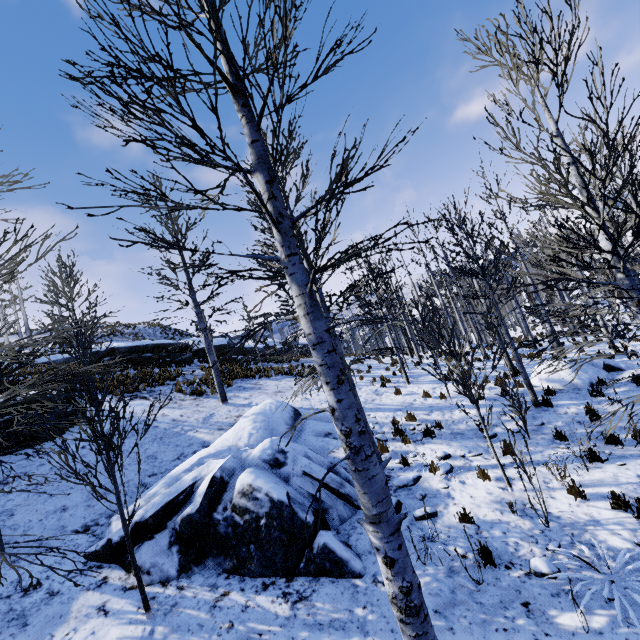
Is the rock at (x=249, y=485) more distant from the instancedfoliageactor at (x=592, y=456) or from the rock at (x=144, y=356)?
the rock at (x=144, y=356)

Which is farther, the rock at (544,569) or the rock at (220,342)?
the rock at (220,342)

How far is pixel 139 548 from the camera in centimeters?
584cm

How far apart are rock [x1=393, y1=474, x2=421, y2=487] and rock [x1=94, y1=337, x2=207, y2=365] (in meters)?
20.00

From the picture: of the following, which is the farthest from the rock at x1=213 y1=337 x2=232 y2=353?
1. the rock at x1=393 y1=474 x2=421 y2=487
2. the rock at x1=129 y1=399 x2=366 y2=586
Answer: the rock at x1=393 y1=474 x2=421 y2=487

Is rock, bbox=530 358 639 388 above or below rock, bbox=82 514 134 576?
below

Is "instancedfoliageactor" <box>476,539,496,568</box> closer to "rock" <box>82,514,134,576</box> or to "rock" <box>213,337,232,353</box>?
"rock" <box>82,514,134,576</box>

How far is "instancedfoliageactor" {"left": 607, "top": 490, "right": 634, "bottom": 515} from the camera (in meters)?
5.14
